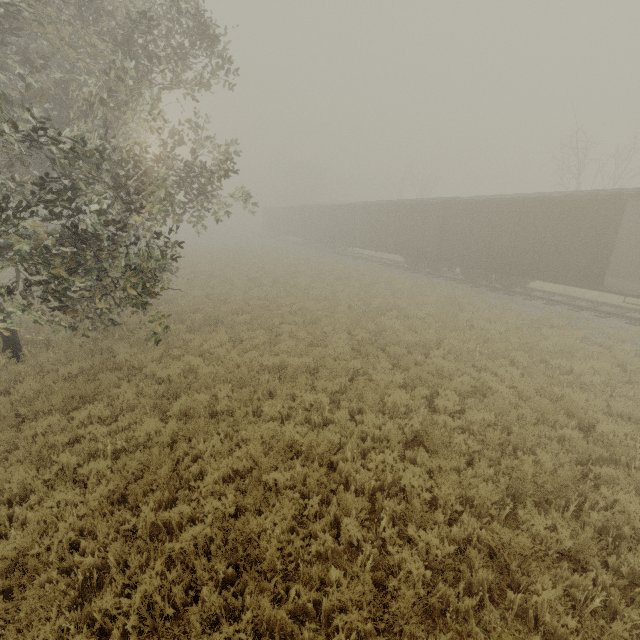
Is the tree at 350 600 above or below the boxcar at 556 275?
below

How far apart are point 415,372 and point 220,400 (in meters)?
5.30

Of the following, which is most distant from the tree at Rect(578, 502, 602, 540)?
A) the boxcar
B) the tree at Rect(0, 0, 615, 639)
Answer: the boxcar

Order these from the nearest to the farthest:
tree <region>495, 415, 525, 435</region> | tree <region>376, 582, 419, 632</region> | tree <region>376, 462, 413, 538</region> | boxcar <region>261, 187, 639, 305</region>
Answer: tree <region>376, 582, 419, 632</region> < tree <region>376, 462, 413, 538</region> < tree <region>495, 415, 525, 435</region> < boxcar <region>261, 187, 639, 305</region>

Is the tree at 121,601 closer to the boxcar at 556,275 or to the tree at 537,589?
the tree at 537,589

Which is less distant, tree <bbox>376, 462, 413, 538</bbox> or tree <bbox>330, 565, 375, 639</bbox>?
tree <bbox>330, 565, 375, 639</bbox>

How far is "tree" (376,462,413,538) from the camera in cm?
501
